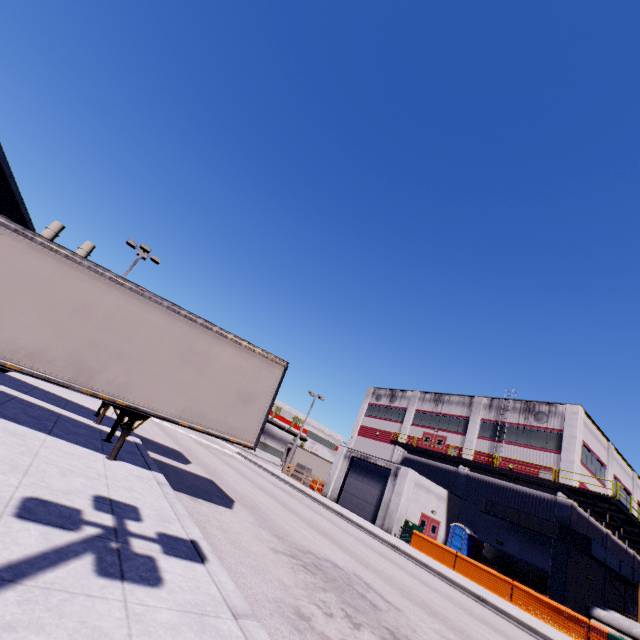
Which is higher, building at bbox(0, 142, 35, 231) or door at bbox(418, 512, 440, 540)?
building at bbox(0, 142, 35, 231)

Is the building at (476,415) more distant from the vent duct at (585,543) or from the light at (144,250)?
the light at (144,250)

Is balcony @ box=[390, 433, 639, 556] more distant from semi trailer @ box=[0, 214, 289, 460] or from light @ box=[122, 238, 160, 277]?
light @ box=[122, 238, 160, 277]

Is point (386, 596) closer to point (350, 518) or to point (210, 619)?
point (210, 619)

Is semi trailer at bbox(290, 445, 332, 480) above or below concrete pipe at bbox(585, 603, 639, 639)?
above

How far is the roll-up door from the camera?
26.58m

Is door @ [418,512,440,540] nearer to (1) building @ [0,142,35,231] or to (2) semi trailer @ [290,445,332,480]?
(1) building @ [0,142,35,231]

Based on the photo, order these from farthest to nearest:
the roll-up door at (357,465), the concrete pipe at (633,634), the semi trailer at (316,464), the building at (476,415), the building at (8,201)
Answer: the semi trailer at (316,464) < the roll-up door at (357,465) < the building at (476,415) < the concrete pipe at (633,634) < the building at (8,201)
